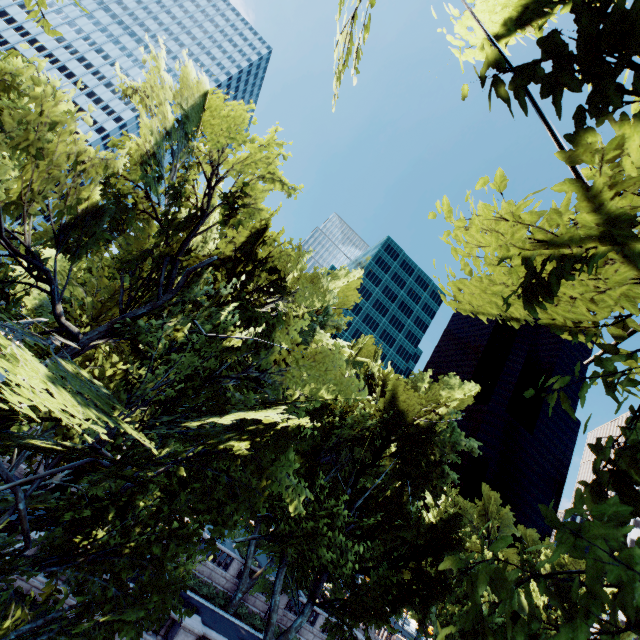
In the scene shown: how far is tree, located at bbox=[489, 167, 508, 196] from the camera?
3.6 meters

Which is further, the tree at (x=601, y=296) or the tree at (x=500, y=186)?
the tree at (x=500, y=186)

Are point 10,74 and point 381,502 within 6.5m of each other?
no

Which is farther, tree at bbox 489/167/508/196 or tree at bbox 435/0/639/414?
tree at bbox 489/167/508/196
